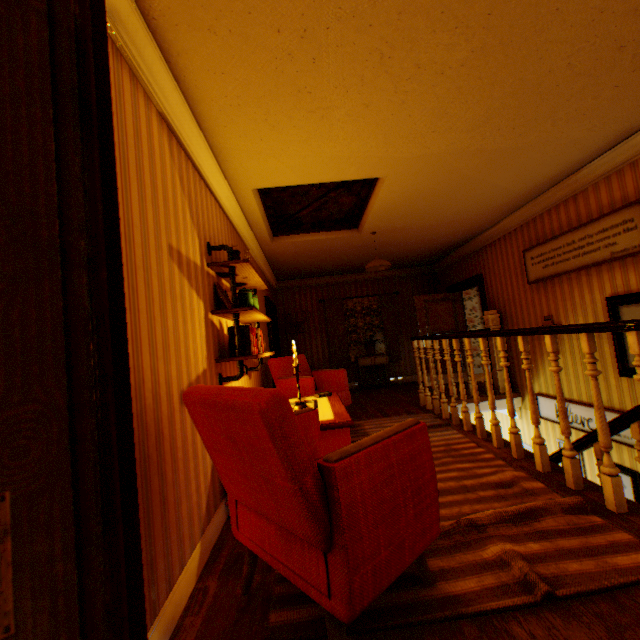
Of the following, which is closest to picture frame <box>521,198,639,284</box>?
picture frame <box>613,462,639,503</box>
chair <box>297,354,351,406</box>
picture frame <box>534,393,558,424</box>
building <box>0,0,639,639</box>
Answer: building <box>0,0,639,639</box>

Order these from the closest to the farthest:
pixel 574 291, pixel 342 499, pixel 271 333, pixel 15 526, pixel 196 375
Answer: pixel 15 526
pixel 342 499
pixel 196 375
pixel 574 291
pixel 271 333

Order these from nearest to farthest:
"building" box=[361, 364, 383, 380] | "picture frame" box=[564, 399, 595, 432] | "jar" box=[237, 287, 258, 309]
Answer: "jar" box=[237, 287, 258, 309]
"picture frame" box=[564, 399, 595, 432]
"building" box=[361, 364, 383, 380]

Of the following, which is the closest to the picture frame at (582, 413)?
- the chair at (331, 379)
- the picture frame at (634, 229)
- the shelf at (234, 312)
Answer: the picture frame at (634, 229)

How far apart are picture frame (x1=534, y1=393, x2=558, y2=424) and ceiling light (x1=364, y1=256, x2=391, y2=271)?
3.3m

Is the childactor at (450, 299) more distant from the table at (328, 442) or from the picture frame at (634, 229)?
the table at (328, 442)

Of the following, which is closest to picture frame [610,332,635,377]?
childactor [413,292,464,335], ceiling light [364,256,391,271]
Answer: ceiling light [364,256,391,271]

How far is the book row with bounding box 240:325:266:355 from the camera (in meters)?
2.95
